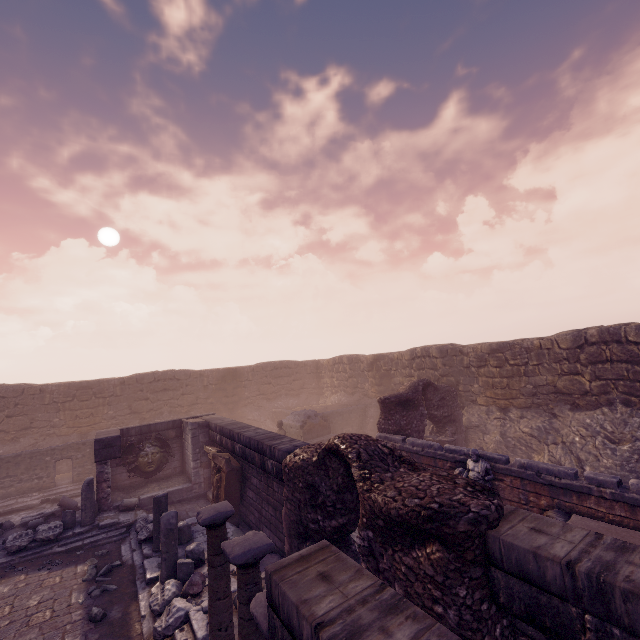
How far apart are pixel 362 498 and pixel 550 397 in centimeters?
1257cm

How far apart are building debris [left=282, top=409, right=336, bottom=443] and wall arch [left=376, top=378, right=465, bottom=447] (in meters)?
5.46

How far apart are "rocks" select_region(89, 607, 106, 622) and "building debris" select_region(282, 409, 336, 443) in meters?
11.0 m

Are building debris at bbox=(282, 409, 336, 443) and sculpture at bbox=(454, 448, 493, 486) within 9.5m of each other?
no

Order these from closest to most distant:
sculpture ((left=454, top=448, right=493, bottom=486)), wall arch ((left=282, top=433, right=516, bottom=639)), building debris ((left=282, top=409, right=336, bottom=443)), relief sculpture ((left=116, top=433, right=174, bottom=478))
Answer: wall arch ((left=282, top=433, right=516, bottom=639)) → sculpture ((left=454, top=448, right=493, bottom=486)) → relief sculpture ((left=116, top=433, right=174, bottom=478)) → building debris ((left=282, top=409, right=336, bottom=443))

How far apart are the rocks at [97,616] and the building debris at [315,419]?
10.96m

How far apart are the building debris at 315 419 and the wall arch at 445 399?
5.5 meters

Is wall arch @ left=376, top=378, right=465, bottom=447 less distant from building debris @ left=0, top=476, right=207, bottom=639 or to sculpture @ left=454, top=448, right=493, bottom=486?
sculpture @ left=454, top=448, right=493, bottom=486
